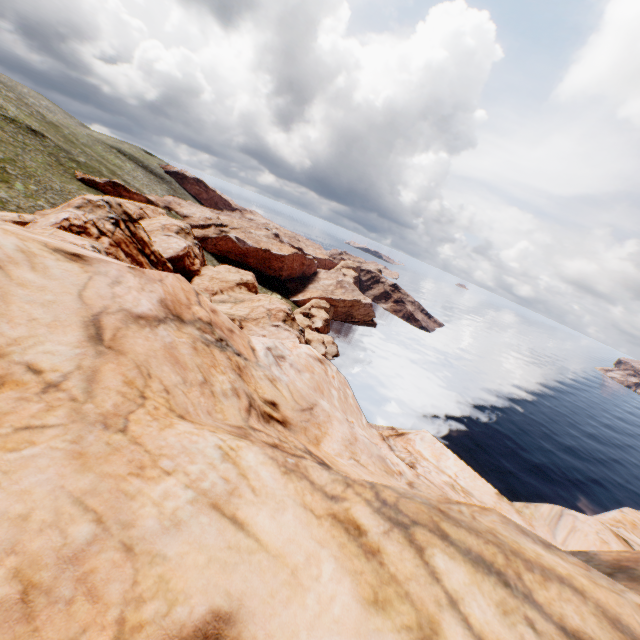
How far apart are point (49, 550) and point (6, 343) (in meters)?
3.34
